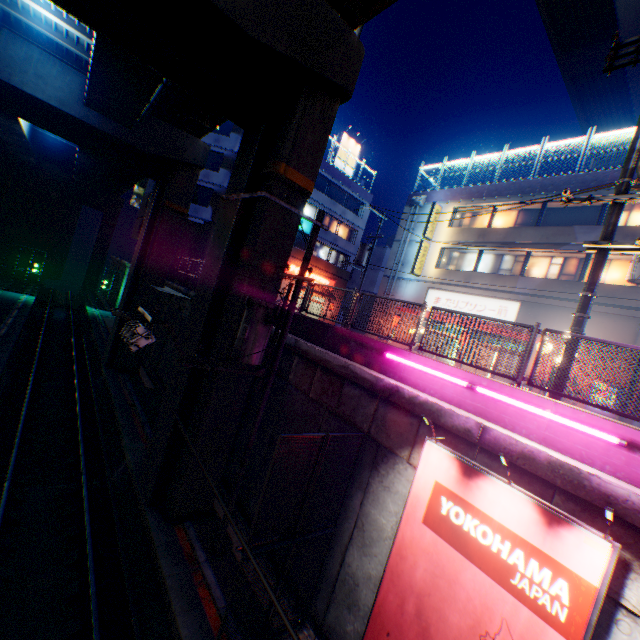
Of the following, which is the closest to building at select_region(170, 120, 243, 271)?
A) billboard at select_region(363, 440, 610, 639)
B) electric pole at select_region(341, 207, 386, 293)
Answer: electric pole at select_region(341, 207, 386, 293)

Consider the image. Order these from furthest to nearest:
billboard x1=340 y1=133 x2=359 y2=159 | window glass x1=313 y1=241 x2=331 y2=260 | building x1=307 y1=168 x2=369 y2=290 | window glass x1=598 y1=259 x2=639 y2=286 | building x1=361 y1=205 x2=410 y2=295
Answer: billboard x1=340 y1=133 x2=359 y2=159 → window glass x1=313 y1=241 x2=331 y2=260 → building x1=307 y1=168 x2=369 y2=290 → building x1=361 y1=205 x2=410 y2=295 → window glass x1=598 y1=259 x2=639 y2=286

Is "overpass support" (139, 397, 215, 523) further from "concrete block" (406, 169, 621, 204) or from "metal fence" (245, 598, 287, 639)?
"concrete block" (406, 169, 621, 204)

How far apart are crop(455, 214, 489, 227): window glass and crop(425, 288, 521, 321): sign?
4.4m

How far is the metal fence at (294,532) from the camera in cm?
624

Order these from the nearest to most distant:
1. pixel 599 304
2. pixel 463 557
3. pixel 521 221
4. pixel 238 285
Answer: pixel 463 557
pixel 238 285
pixel 599 304
pixel 521 221

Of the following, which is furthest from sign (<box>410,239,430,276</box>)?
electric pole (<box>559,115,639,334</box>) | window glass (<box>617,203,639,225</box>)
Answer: electric pole (<box>559,115,639,334</box>)

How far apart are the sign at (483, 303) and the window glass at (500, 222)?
4.43m
